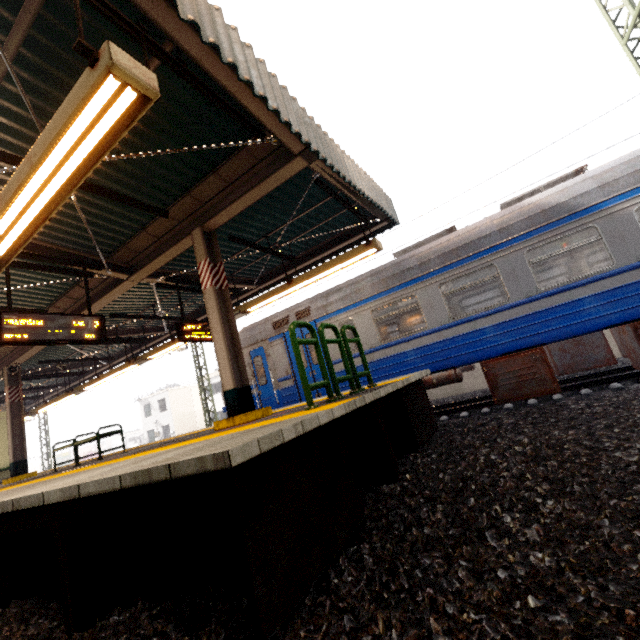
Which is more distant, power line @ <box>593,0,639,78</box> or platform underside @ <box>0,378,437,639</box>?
power line @ <box>593,0,639,78</box>

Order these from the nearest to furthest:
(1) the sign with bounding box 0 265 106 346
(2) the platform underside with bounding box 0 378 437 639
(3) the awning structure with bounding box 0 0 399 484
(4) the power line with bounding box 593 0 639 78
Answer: (2) the platform underside with bounding box 0 378 437 639 → (3) the awning structure with bounding box 0 0 399 484 → (1) the sign with bounding box 0 265 106 346 → (4) the power line with bounding box 593 0 639 78

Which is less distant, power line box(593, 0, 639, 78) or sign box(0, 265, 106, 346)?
sign box(0, 265, 106, 346)

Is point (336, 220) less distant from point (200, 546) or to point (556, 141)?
point (556, 141)

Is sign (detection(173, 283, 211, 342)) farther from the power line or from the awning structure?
the power line

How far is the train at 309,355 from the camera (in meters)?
8.78

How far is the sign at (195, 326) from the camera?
7.7m

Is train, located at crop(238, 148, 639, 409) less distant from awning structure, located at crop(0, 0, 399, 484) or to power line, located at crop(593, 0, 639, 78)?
power line, located at crop(593, 0, 639, 78)
